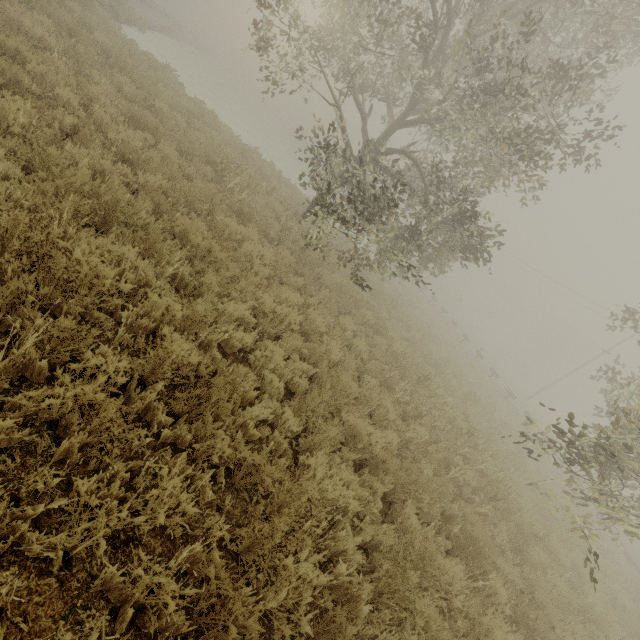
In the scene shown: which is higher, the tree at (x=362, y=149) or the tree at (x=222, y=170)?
the tree at (x=362, y=149)

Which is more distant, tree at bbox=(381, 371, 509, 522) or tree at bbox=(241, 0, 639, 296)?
tree at bbox=(241, 0, 639, 296)

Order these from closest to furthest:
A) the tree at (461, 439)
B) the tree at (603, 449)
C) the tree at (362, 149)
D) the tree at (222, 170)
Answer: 1. the tree at (603, 449)
2. the tree at (461, 439)
3. the tree at (362, 149)
4. the tree at (222, 170)

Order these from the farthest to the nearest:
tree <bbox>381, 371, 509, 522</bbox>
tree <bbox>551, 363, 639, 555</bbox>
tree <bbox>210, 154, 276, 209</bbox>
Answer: tree <bbox>210, 154, 276, 209</bbox>, tree <bbox>381, 371, 509, 522</bbox>, tree <bbox>551, 363, 639, 555</bbox>

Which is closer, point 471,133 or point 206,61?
point 471,133

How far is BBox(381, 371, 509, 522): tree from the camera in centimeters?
660cm

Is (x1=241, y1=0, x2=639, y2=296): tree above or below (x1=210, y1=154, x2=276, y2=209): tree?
above
